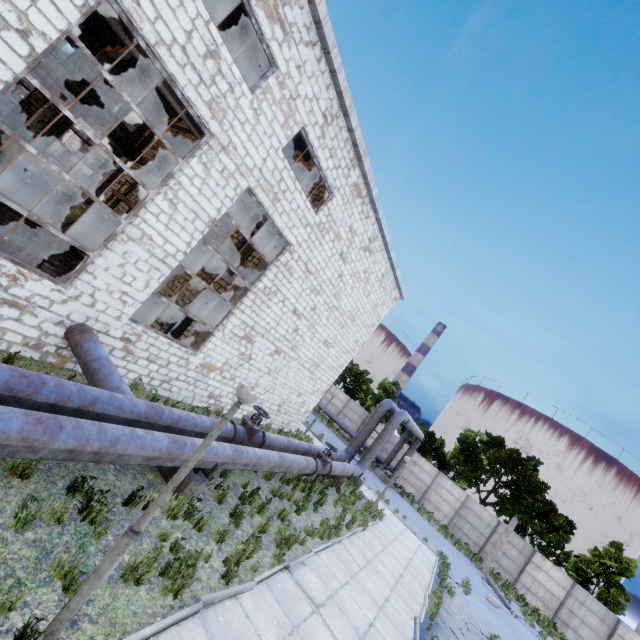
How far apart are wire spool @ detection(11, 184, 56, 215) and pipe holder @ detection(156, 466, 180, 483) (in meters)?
17.27

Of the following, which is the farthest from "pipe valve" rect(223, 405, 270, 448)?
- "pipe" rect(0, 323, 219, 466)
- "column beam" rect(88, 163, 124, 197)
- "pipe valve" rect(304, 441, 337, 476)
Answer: "column beam" rect(88, 163, 124, 197)

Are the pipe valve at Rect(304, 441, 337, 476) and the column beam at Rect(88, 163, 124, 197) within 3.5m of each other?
no

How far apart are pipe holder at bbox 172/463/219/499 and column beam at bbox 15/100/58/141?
20.45m

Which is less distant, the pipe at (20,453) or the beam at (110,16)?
the pipe at (20,453)

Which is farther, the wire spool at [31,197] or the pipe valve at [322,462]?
the wire spool at [31,197]

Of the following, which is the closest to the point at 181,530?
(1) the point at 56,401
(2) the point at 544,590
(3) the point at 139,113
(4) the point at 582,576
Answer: (1) the point at 56,401

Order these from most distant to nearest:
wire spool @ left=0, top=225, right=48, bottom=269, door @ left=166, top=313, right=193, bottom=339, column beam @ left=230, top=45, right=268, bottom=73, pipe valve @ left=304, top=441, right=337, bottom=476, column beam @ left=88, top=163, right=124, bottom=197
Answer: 1. column beam @ left=88, top=163, right=124, bottom=197
2. door @ left=166, top=313, right=193, bottom=339
3. pipe valve @ left=304, top=441, right=337, bottom=476
4. column beam @ left=230, top=45, right=268, bottom=73
5. wire spool @ left=0, top=225, right=48, bottom=269
